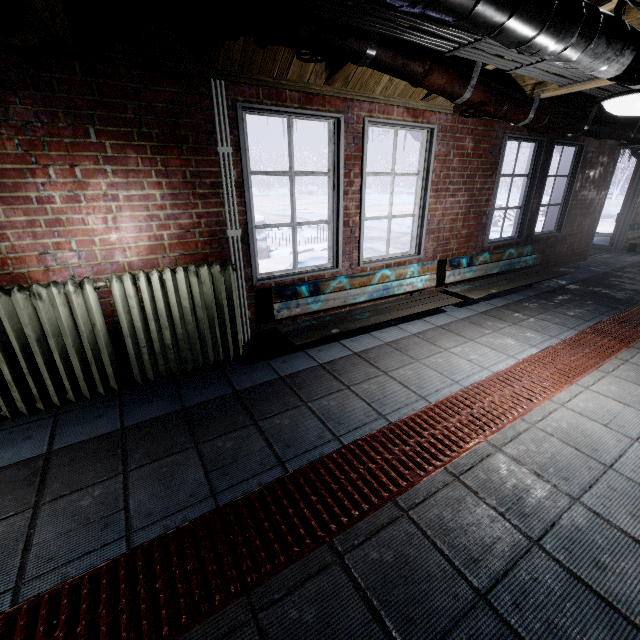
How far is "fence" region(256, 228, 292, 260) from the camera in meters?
7.0 m

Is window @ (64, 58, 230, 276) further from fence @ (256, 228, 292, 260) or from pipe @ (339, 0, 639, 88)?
fence @ (256, 228, 292, 260)

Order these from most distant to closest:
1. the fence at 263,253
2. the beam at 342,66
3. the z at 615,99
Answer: the fence at 263,253, the beam at 342,66, the z at 615,99

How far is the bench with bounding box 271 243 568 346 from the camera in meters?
2.8 m

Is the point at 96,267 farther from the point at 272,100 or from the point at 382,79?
the point at 382,79

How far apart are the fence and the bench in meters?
4.4

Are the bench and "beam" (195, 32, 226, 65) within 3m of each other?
yes

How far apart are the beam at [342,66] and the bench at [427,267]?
1.5 meters
